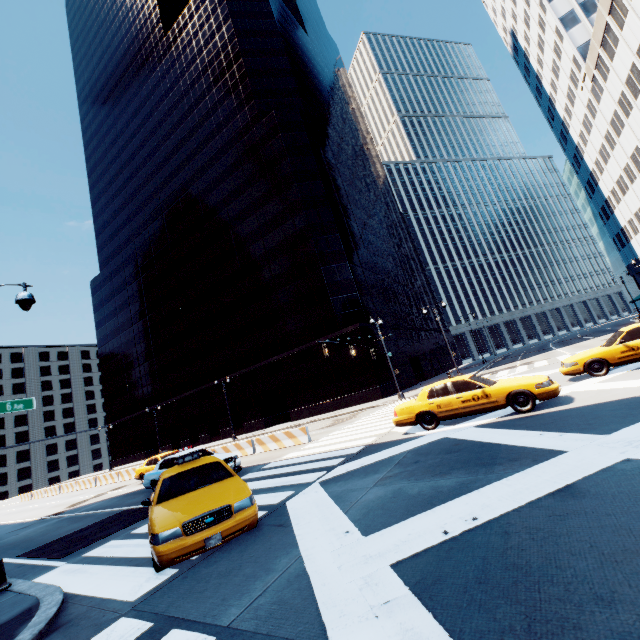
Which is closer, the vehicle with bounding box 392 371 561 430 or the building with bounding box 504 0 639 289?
the vehicle with bounding box 392 371 561 430

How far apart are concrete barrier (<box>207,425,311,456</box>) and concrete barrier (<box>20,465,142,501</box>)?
21.5 meters

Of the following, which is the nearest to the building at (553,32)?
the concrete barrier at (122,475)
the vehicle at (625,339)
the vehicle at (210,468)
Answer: the vehicle at (625,339)

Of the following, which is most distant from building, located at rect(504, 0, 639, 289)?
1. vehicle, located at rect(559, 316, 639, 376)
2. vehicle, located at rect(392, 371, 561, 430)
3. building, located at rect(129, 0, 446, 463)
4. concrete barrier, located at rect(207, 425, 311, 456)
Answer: concrete barrier, located at rect(207, 425, 311, 456)

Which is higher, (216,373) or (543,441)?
(216,373)

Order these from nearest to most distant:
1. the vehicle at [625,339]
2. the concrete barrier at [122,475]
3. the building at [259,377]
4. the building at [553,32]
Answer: the vehicle at [625,339]
the concrete barrier at [122,475]
the building at [553,32]
the building at [259,377]

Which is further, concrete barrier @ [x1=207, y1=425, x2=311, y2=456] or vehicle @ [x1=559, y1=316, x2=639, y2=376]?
concrete barrier @ [x1=207, y1=425, x2=311, y2=456]

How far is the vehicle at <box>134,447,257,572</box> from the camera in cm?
520
